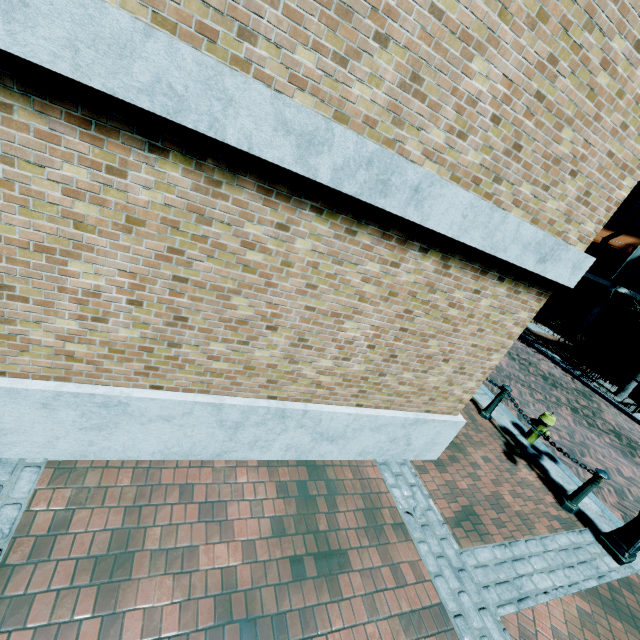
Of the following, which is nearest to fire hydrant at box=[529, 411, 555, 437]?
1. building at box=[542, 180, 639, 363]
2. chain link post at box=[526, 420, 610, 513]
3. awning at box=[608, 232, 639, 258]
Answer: chain link post at box=[526, 420, 610, 513]

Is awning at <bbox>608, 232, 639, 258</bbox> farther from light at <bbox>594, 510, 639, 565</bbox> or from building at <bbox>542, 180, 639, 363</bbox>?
light at <bbox>594, 510, 639, 565</bbox>

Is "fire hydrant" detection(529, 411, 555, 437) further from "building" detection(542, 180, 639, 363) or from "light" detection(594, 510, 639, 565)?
"building" detection(542, 180, 639, 363)

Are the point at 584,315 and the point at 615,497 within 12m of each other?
no

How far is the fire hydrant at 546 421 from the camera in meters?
6.4 m

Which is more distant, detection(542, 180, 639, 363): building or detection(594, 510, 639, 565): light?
detection(542, 180, 639, 363): building

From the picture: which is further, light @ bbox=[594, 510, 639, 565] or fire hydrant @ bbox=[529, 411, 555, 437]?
fire hydrant @ bbox=[529, 411, 555, 437]

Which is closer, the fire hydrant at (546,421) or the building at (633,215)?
the fire hydrant at (546,421)
